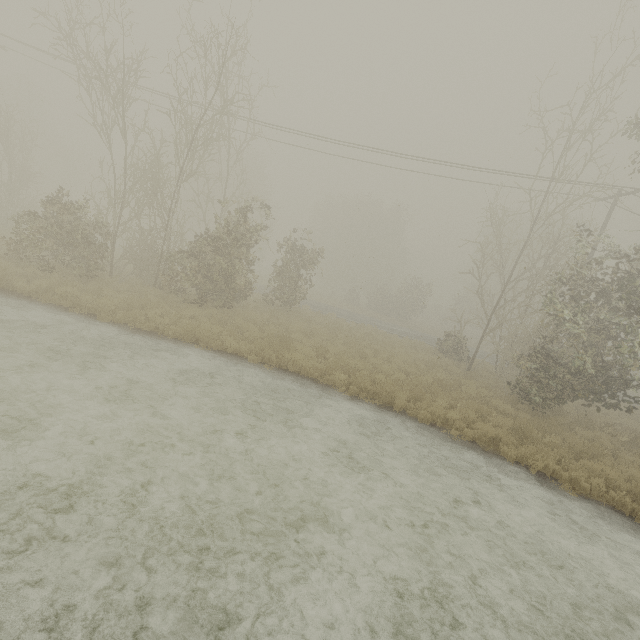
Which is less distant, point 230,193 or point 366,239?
point 230,193

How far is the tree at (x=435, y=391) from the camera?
11.7m

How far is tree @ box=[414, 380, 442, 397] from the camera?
11.72m
